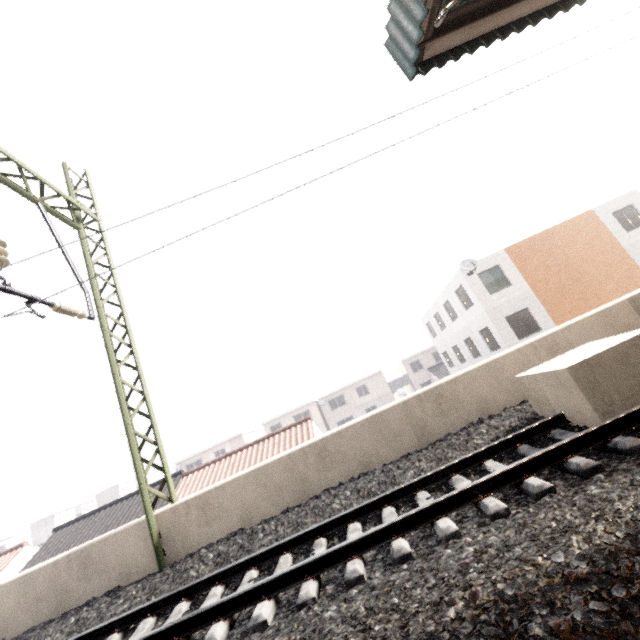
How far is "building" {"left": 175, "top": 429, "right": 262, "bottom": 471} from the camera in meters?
41.9

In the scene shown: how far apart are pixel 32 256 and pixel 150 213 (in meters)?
2.16

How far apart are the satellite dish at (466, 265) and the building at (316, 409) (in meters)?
25.91

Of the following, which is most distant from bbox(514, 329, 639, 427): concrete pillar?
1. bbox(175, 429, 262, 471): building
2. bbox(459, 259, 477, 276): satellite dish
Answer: bbox(175, 429, 262, 471): building

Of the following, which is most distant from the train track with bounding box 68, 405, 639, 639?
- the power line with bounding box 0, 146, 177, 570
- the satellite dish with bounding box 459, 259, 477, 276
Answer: the satellite dish with bounding box 459, 259, 477, 276

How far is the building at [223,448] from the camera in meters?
41.9 m

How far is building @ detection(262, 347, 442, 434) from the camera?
42.2m

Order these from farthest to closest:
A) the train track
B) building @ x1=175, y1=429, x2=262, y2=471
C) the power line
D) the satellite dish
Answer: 1. building @ x1=175, y1=429, x2=262, y2=471
2. the satellite dish
3. the power line
4. the train track
